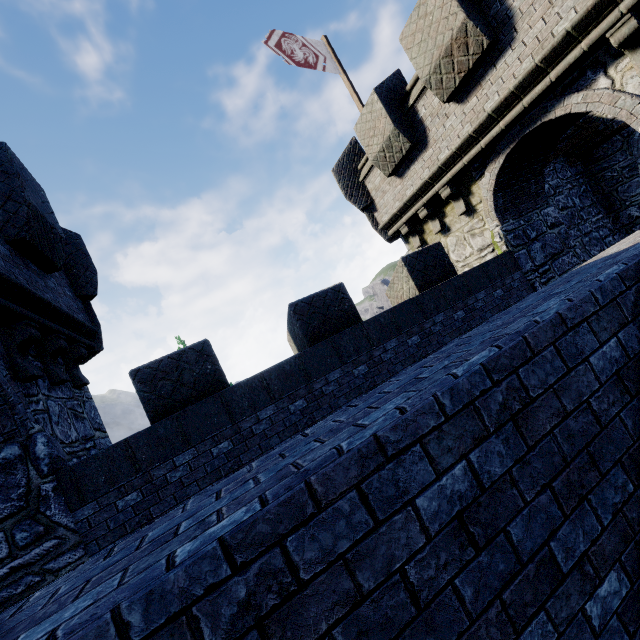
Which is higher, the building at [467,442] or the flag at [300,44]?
the flag at [300,44]

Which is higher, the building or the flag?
the flag

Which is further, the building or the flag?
the flag

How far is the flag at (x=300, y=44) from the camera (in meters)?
9.83

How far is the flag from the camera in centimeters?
983cm

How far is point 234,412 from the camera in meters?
5.0
